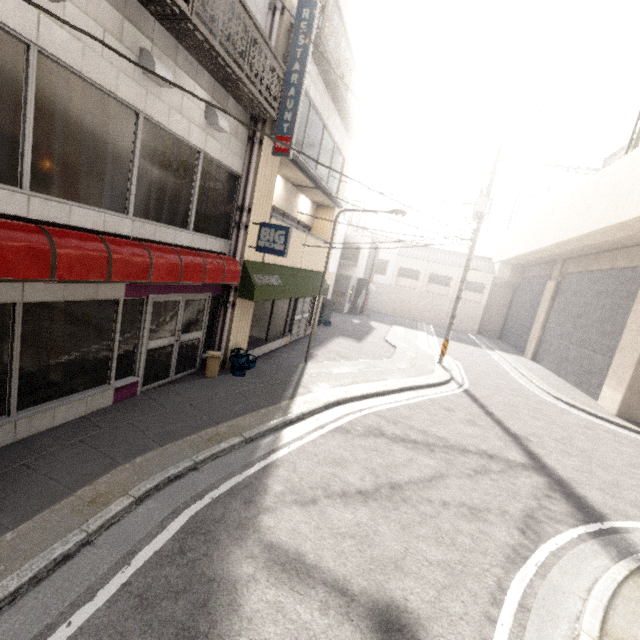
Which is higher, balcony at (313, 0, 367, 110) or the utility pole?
balcony at (313, 0, 367, 110)

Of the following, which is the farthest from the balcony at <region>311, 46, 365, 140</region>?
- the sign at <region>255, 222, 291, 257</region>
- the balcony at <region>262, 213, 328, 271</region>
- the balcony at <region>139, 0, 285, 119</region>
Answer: the sign at <region>255, 222, 291, 257</region>

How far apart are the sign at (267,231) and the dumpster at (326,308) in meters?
10.1 m

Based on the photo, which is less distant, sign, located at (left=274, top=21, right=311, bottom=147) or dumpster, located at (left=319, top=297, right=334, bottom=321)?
sign, located at (left=274, top=21, right=311, bottom=147)

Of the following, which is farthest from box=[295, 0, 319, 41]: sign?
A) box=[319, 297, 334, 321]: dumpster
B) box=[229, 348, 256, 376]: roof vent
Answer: box=[319, 297, 334, 321]: dumpster

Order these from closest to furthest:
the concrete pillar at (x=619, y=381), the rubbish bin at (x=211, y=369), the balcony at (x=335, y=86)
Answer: the rubbish bin at (x=211, y=369)
the balcony at (x=335, y=86)
the concrete pillar at (x=619, y=381)

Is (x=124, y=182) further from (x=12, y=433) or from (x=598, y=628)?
(x=598, y=628)

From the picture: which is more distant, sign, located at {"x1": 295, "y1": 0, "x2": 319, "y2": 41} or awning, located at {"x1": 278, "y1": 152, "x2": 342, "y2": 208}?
awning, located at {"x1": 278, "y1": 152, "x2": 342, "y2": 208}
